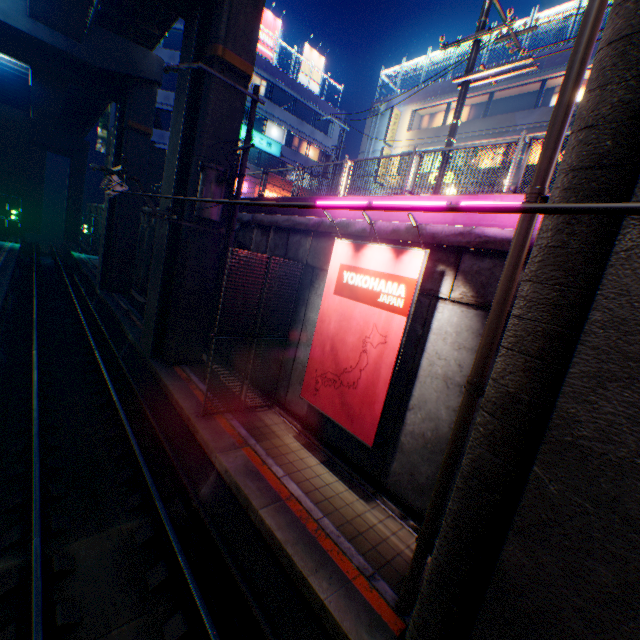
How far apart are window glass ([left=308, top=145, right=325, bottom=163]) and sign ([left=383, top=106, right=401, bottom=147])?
13.0 meters

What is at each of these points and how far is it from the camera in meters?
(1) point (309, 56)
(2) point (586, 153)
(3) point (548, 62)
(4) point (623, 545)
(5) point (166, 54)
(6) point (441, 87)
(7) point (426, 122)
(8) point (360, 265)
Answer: (1) billboard, 33.4
(2) overpass support, 3.2
(3) concrete block, 17.3
(4) overpass support, 2.6
(5) building, 25.5
(6) concrete block, 21.8
(7) window glass, 23.7
(8) billboard, 7.5

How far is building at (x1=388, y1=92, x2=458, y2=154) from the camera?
21.6 meters

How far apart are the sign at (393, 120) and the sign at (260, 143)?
12.3m

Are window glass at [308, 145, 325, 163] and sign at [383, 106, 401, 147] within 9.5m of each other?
no

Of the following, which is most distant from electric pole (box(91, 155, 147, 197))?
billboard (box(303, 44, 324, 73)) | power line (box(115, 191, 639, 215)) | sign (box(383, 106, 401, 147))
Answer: billboard (box(303, 44, 324, 73))

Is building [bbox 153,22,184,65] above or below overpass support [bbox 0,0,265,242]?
above

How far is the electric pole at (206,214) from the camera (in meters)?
9.41
